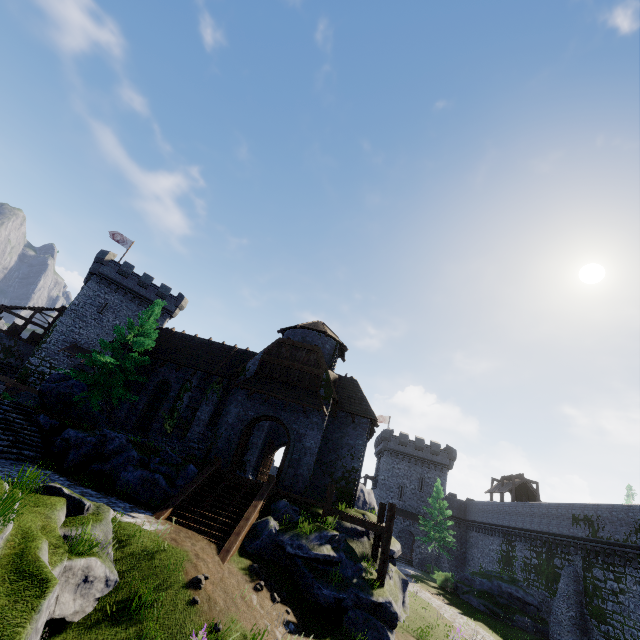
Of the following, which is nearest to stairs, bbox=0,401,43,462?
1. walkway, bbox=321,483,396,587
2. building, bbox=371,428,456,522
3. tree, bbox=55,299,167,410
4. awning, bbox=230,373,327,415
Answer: tree, bbox=55,299,167,410

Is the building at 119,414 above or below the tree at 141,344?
below

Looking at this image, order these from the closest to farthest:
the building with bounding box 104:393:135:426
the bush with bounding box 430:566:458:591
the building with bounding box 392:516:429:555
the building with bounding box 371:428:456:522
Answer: the building with bounding box 104:393:135:426 → the bush with bounding box 430:566:458:591 → the building with bounding box 392:516:429:555 → the building with bounding box 371:428:456:522

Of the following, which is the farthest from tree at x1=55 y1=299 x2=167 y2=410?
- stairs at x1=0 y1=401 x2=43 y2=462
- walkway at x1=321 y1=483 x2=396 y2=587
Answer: walkway at x1=321 y1=483 x2=396 y2=587

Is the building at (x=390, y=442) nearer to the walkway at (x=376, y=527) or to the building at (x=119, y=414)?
the building at (x=119, y=414)

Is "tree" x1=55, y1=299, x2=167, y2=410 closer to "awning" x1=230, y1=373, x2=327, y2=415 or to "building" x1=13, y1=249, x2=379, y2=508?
"building" x1=13, y1=249, x2=379, y2=508

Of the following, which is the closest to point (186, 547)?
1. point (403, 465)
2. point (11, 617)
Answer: point (11, 617)

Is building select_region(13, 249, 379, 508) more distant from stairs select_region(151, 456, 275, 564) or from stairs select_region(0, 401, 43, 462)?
stairs select_region(0, 401, 43, 462)
